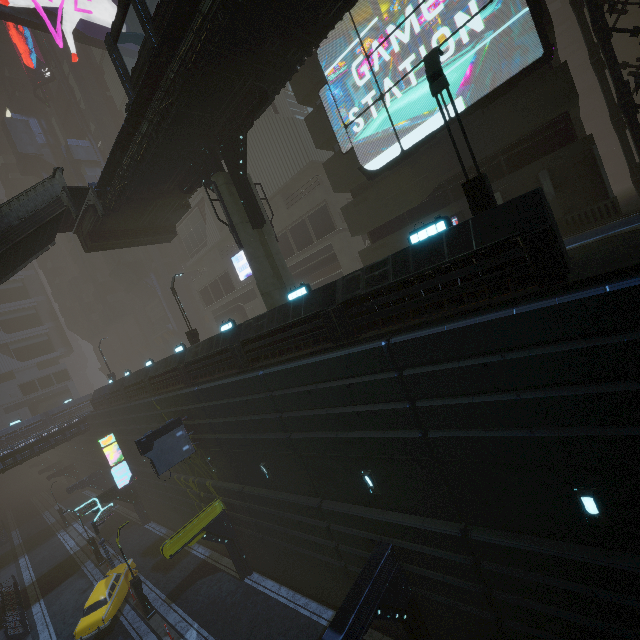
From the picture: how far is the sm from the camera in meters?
15.4 m

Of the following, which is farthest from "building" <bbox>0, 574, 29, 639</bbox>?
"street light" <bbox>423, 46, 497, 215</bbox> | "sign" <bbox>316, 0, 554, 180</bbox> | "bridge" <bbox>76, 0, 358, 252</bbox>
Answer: "bridge" <bbox>76, 0, 358, 252</bbox>

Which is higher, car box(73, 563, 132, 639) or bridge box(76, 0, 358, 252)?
bridge box(76, 0, 358, 252)

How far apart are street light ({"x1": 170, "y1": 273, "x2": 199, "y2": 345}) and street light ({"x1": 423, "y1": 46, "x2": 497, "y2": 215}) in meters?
17.7

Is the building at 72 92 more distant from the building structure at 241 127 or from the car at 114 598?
the car at 114 598

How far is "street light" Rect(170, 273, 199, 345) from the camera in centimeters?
2105cm

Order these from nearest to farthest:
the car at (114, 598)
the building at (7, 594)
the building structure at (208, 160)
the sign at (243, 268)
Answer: the building structure at (208, 160), the car at (114, 598), the building at (7, 594), the sign at (243, 268)

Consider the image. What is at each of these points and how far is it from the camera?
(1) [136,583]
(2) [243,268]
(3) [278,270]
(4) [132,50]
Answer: (1) street light, 19.09m
(2) sign, 34.75m
(3) sm, 16.53m
(4) sign, 34.34m
